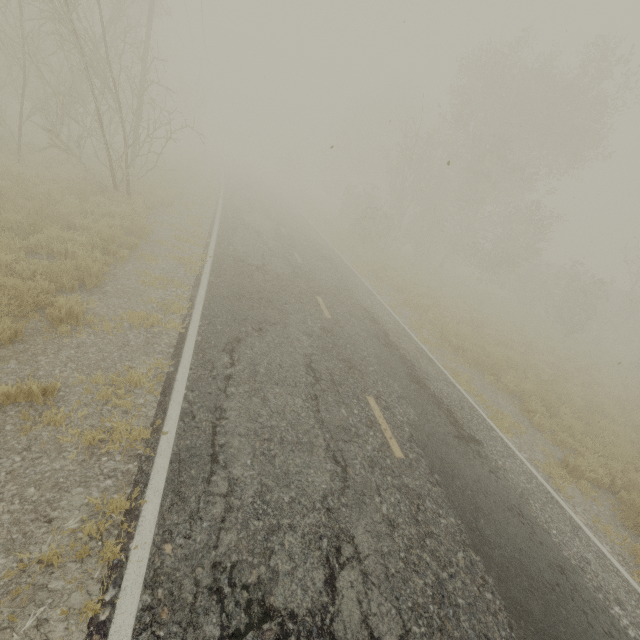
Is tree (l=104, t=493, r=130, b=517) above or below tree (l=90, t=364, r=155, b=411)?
below

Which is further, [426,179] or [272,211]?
[426,179]

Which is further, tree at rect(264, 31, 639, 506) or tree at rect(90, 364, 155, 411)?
tree at rect(264, 31, 639, 506)

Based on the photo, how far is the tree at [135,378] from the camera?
4.48m

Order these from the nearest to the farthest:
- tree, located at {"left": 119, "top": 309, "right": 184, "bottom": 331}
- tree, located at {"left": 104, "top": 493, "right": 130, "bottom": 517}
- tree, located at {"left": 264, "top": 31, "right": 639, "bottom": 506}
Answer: tree, located at {"left": 104, "top": 493, "right": 130, "bottom": 517} < tree, located at {"left": 119, "top": 309, "right": 184, "bottom": 331} < tree, located at {"left": 264, "top": 31, "right": 639, "bottom": 506}

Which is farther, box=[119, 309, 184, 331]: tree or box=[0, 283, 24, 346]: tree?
box=[119, 309, 184, 331]: tree

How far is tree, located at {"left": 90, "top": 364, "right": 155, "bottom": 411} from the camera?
4.5 meters
